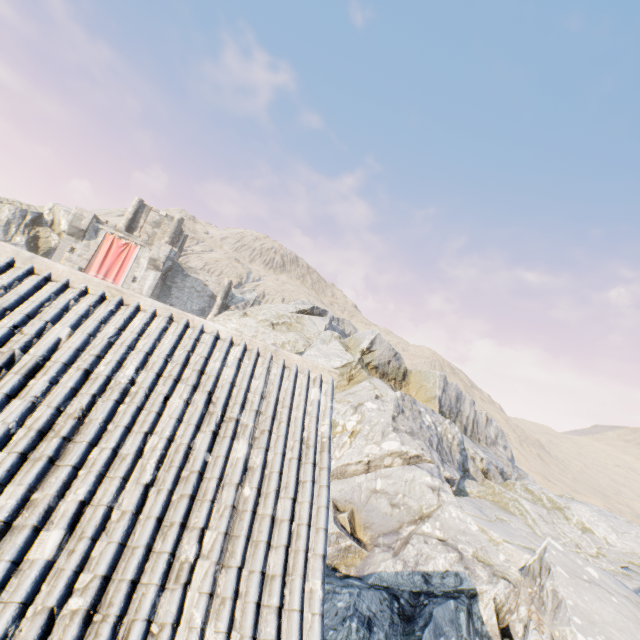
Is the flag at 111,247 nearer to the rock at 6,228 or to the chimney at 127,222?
the rock at 6,228

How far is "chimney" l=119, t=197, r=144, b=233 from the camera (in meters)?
36.66

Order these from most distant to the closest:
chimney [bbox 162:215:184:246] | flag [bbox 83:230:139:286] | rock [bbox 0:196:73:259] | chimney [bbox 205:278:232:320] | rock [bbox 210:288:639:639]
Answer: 1. chimney [bbox 162:215:184:246]
2. chimney [bbox 205:278:232:320]
3. flag [bbox 83:230:139:286]
4. rock [bbox 0:196:73:259]
5. rock [bbox 210:288:639:639]

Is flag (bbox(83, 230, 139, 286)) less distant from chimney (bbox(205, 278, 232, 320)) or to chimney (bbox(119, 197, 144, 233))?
chimney (bbox(119, 197, 144, 233))

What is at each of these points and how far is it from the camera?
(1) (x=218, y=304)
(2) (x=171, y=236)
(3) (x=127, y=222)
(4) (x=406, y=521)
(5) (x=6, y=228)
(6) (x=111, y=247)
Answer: (1) chimney, 36.59m
(2) chimney, 38.03m
(3) chimney, 36.72m
(4) rock, 11.02m
(5) rock, 30.11m
(6) flag, 31.64m

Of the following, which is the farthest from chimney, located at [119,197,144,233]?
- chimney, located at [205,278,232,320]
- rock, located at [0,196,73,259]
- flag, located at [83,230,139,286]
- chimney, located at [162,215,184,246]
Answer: chimney, located at [205,278,232,320]

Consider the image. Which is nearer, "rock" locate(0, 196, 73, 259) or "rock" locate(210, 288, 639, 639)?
"rock" locate(210, 288, 639, 639)

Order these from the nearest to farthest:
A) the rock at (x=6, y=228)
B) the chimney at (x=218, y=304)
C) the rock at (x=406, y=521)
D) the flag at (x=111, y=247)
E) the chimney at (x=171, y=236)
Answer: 1. the rock at (x=406, y=521)
2. the rock at (x=6, y=228)
3. the flag at (x=111, y=247)
4. the chimney at (x=218, y=304)
5. the chimney at (x=171, y=236)
